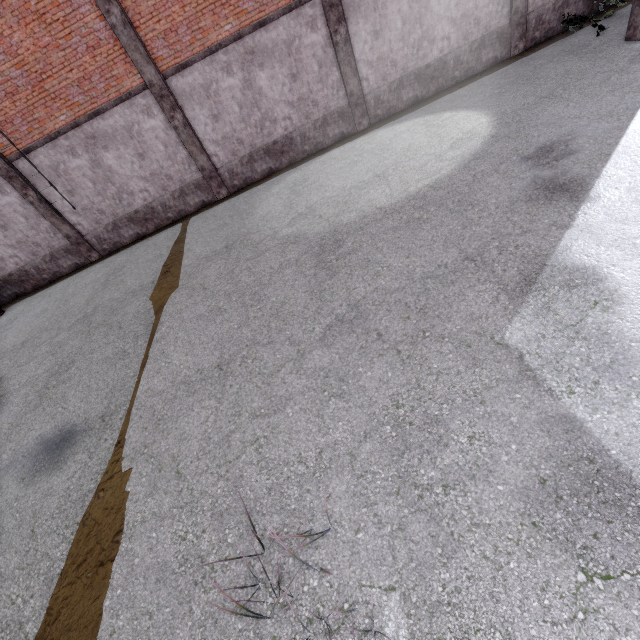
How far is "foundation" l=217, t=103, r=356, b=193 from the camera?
11.8 meters

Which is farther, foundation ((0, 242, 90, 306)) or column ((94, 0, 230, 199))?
foundation ((0, 242, 90, 306))

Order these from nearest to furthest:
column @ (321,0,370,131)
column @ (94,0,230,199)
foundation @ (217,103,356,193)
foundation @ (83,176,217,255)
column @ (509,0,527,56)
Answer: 1. column @ (94,0,230,199)
2. column @ (321,0,370,131)
3. column @ (509,0,527,56)
4. foundation @ (217,103,356,193)
5. foundation @ (83,176,217,255)

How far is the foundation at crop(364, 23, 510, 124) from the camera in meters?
11.2

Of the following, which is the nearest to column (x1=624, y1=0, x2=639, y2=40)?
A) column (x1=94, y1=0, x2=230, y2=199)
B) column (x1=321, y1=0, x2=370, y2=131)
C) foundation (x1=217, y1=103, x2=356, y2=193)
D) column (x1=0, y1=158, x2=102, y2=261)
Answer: column (x1=321, y1=0, x2=370, y2=131)

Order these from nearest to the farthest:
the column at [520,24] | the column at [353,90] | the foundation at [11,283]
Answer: the column at [353,90] → the column at [520,24] → the foundation at [11,283]

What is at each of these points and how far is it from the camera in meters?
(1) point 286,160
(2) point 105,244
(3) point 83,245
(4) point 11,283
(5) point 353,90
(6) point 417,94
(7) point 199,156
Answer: (1) foundation, 12.4 m
(2) foundation, 13.0 m
(3) column, 12.9 m
(4) foundation, 13.3 m
(5) column, 11.3 m
(6) foundation, 11.8 m
(7) column, 11.7 m

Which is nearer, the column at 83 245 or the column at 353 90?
the column at 353 90
